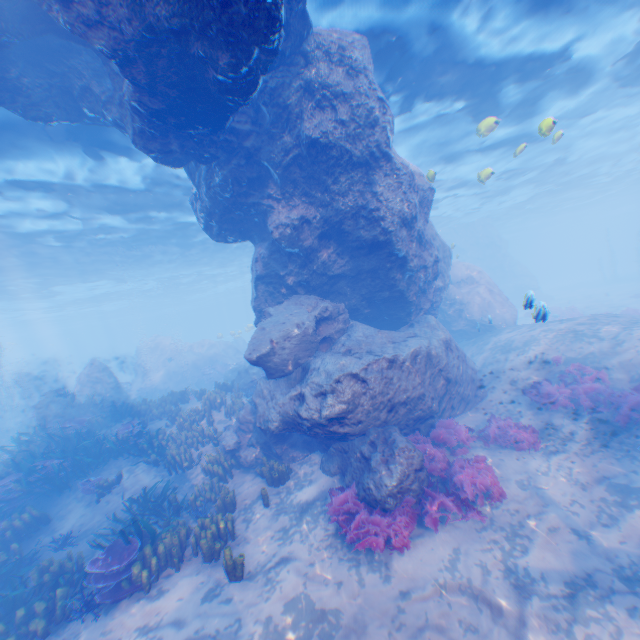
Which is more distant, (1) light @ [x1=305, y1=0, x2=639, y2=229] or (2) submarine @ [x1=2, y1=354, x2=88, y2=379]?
(2) submarine @ [x1=2, y1=354, x2=88, y2=379]

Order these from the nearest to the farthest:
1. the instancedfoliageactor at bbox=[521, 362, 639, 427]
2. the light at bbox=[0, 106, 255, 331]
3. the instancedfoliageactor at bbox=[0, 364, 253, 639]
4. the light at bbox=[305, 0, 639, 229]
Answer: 1. the instancedfoliageactor at bbox=[0, 364, 253, 639]
2. the instancedfoliageactor at bbox=[521, 362, 639, 427]
3. the light at bbox=[305, 0, 639, 229]
4. the light at bbox=[0, 106, 255, 331]

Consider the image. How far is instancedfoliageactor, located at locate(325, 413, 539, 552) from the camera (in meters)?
6.80

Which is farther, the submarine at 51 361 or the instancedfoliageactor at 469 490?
the submarine at 51 361

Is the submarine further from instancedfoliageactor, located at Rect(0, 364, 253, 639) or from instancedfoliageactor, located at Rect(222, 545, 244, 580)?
instancedfoliageactor, located at Rect(222, 545, 244, 580)

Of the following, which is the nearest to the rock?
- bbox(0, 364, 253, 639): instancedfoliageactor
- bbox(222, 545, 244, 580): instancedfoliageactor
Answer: bbox(0, 364, 253, 639): instancedfoliageactor

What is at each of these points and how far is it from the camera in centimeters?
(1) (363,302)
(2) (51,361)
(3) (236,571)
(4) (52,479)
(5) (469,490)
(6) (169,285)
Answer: (1) rock, 1223cm
(2) submarine, 5078cm
(3) instancedfoliageactor, 646cm
(4) instancedfoliageactor, 1051cm
(5) instancedfoliageactor, 760cm
(6) light, 4716cm

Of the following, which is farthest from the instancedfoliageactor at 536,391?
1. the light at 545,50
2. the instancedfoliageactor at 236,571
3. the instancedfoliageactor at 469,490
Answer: the instancedfoliageactor at 236,571
